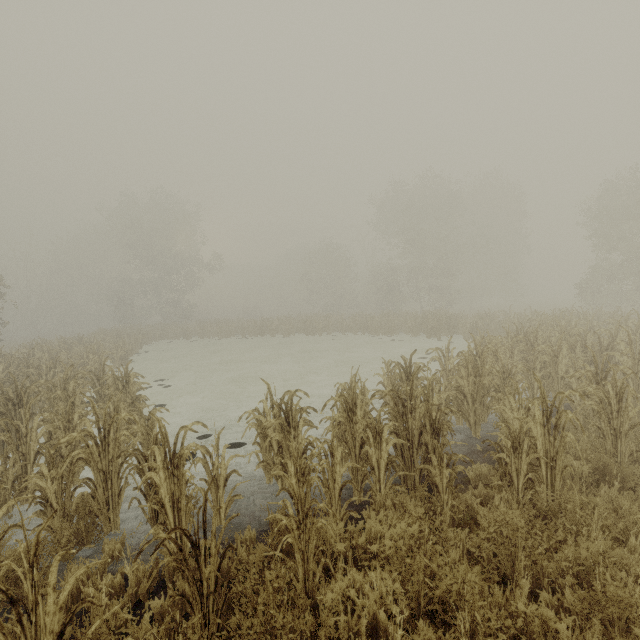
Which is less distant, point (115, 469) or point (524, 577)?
point (524, 577)
